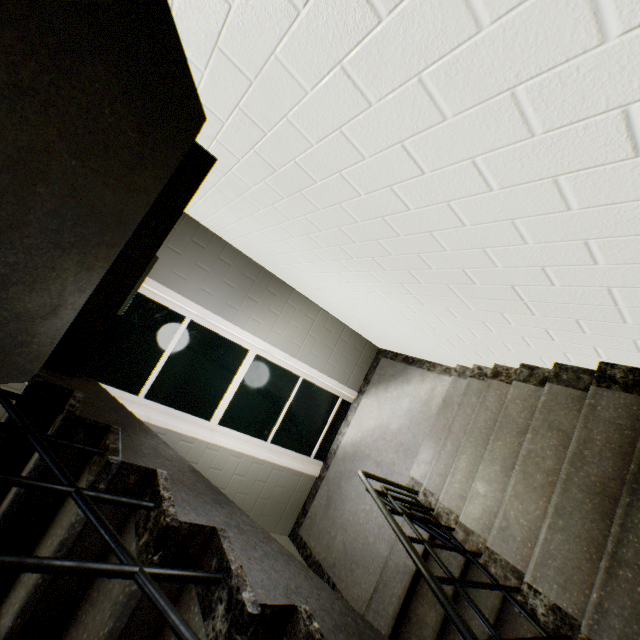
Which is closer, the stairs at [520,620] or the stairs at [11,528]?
the stairs at [11,528]

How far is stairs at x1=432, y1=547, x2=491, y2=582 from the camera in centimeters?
301cm

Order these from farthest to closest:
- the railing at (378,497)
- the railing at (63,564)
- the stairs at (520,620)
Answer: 1. the stairs at (520,620)
2. the railing at (378,497)
3. the railing at (63,564)

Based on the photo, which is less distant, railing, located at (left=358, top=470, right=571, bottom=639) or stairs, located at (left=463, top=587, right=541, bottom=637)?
railing, located at (left=358, top=470, right=571, bottom=639)

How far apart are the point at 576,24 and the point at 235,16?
1.0 meters

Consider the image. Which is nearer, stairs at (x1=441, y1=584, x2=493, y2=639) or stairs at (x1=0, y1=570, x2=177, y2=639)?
stairs at (x1=0, y1=570, x2=177, y2=639)
